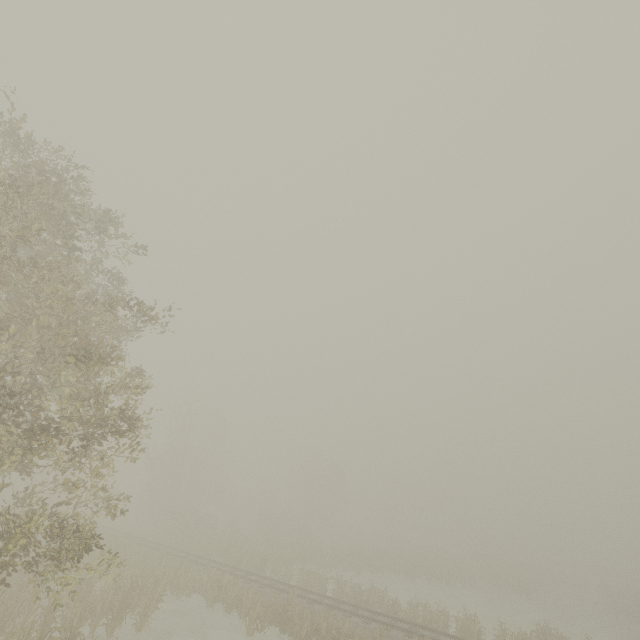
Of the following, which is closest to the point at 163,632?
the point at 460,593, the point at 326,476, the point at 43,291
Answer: the point at 43,291
